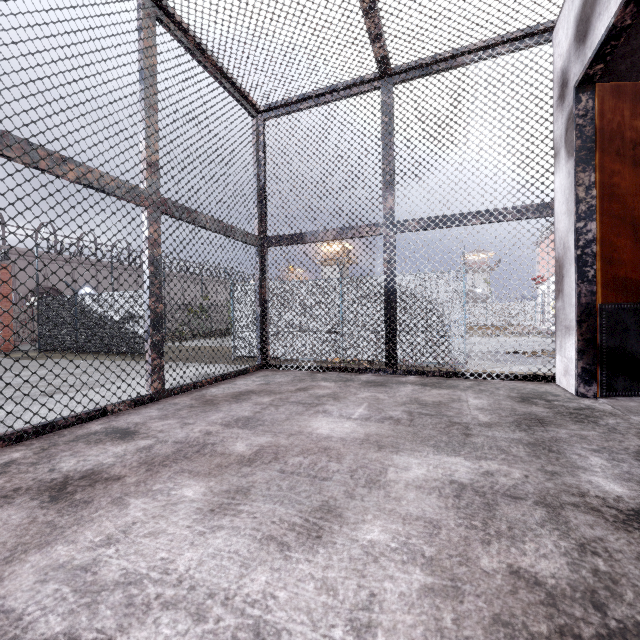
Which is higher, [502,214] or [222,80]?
Answer: [222,80]

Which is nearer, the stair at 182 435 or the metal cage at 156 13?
the stair at 182 435

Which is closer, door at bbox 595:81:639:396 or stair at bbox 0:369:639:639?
stair at bbox 0:369:639:639

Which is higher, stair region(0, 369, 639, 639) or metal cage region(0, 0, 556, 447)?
metal cage region(0, 0, 556, 447)

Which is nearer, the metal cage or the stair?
the stair

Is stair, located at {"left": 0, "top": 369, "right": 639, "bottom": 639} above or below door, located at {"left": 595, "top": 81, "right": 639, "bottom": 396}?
below

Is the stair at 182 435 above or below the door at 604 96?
below
